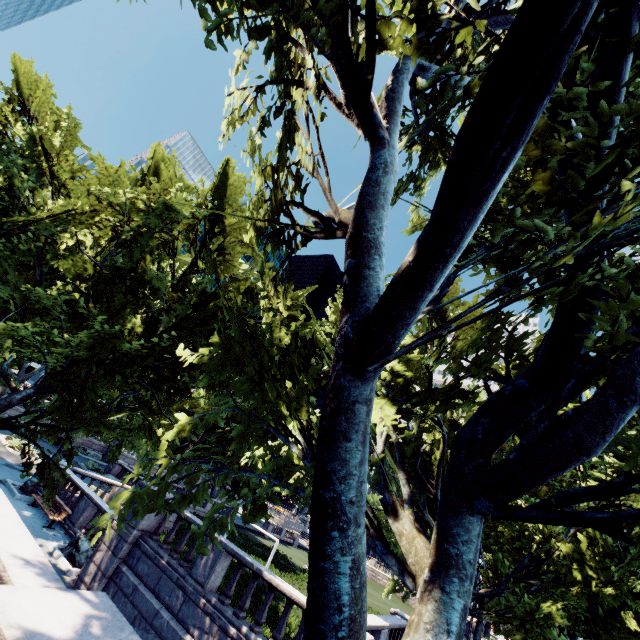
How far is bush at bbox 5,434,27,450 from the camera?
24.6m

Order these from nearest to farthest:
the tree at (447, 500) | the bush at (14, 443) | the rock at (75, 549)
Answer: A:
the tree at (447, 500)
the rock at (75, 549)
the bush at (14, 443)

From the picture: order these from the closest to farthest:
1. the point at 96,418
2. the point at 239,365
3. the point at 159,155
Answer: the point at 239,365 → the point at 96,418 → the point at 159,155

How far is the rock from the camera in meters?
13.4 m

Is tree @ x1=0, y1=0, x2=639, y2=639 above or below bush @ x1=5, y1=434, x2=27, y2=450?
above

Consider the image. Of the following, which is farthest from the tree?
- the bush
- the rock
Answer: the bush

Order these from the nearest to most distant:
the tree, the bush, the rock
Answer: the tree
the rock
the bush

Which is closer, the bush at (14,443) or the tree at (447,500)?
the tree at (447,500)
